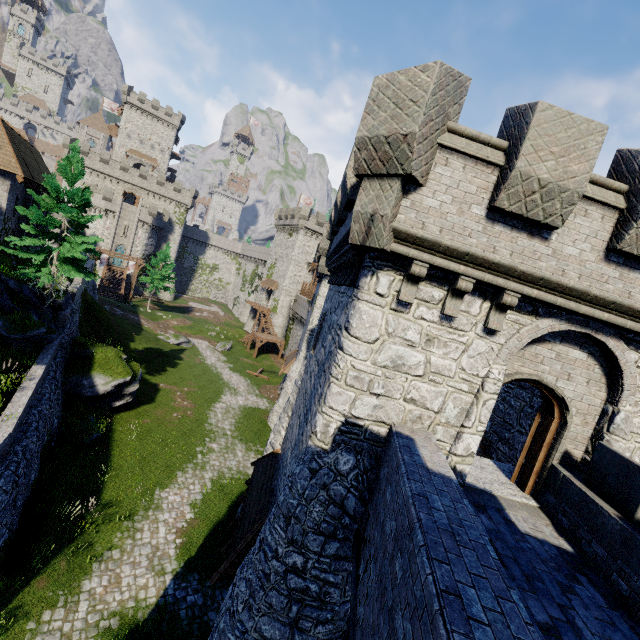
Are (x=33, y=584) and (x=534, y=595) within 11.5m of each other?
no

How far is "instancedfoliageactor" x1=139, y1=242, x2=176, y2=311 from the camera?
50.34m

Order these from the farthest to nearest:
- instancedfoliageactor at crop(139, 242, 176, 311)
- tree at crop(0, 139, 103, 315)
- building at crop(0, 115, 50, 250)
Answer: instancedfoliageactor at crop(139, 242, 176, 311) < building at crop(0, 115, 50, 250) < tree at crop(0, 139, 103, 315)

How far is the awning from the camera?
9.65m

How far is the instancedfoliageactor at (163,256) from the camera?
50.3m

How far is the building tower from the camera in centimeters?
5503cm

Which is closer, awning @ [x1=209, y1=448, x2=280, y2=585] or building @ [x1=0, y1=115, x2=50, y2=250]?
awning @ [x1=209, y1=448, x2=280, y2=585]

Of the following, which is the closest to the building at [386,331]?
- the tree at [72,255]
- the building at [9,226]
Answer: the building at [9,226]
